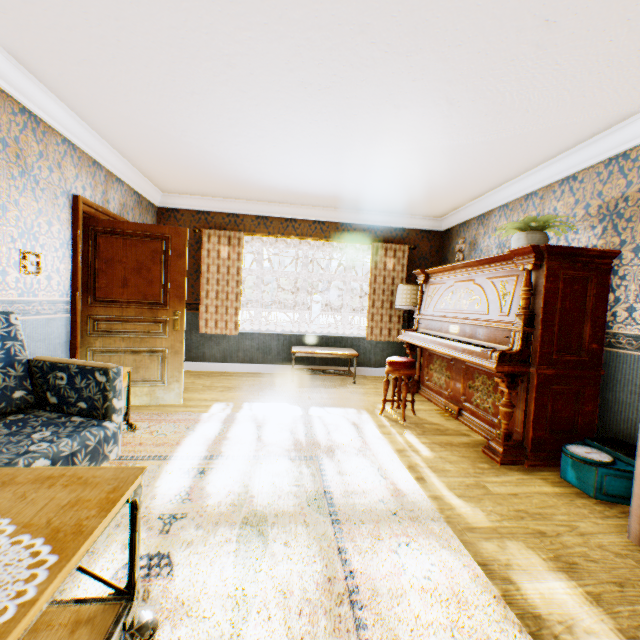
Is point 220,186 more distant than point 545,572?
Yes

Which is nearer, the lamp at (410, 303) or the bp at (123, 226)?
the bp at (123, 226)

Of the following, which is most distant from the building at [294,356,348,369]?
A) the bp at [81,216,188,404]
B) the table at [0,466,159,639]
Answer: the table at [0,466,159,639]

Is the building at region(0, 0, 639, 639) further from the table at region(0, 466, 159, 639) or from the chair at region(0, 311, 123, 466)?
the table at region(0, 466, 159, 639)

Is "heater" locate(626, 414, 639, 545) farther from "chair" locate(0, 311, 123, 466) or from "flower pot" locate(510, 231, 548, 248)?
"chair" locate(0, 311, 123, 466)

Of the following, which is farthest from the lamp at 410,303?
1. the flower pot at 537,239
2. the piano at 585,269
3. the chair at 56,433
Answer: the chair at 56,433

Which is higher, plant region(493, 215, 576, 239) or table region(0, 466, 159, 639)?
plant region(493, 215, 576, 239)

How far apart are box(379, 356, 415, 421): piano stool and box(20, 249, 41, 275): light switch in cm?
384
